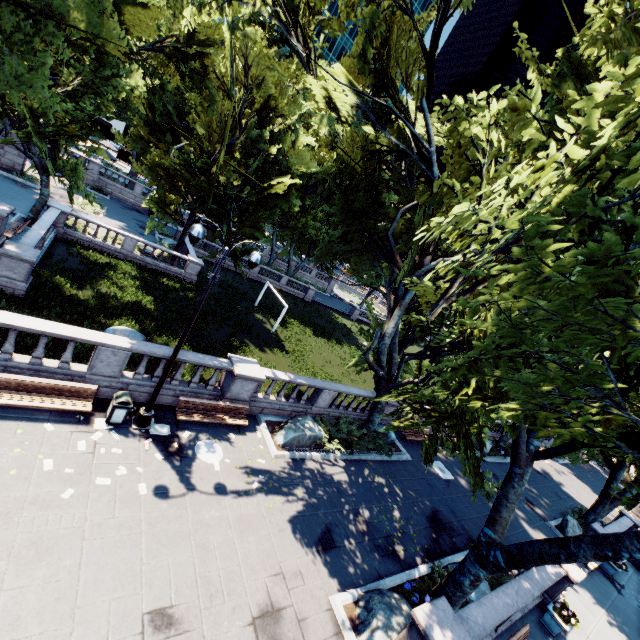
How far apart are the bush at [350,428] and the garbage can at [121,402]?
8.6m

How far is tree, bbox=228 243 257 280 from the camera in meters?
24.7 m

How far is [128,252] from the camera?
27.34m

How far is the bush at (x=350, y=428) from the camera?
15.7 meters

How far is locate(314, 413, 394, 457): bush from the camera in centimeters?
1568cm

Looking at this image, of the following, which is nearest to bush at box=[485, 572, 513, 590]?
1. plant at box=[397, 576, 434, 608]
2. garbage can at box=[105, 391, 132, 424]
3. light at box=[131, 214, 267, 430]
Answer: plant at box=[397, 576, 434, 608]

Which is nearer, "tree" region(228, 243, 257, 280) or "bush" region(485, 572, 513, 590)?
"bush" region(485, 572, 513, 590)

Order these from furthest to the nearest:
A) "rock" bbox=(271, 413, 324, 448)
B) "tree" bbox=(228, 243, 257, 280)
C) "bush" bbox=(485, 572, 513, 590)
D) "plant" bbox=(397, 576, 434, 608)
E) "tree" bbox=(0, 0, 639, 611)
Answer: "tree" bbox=(228, 243, 257, 280)
"rock" bbox=(271, 413, 324, 448)
"bush" bbox=(485, 572, 513, 590)
"plant" bbox=(397, 576, 434, 608)
"tree" bbox=(0, 0, 639, 611)
